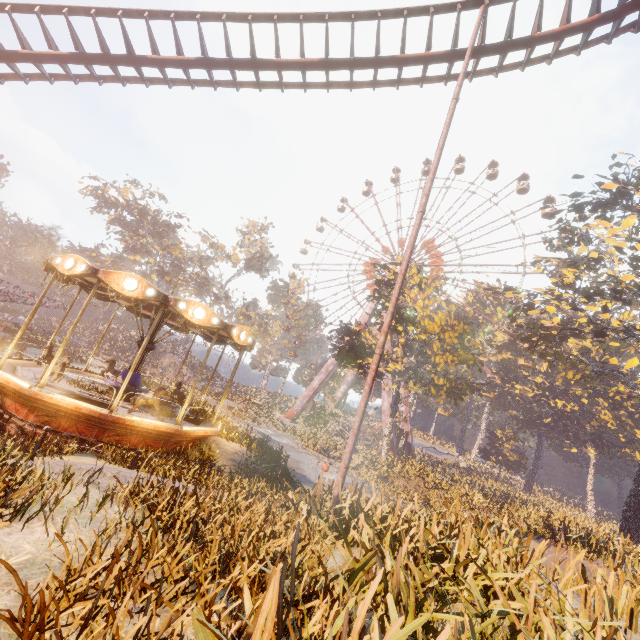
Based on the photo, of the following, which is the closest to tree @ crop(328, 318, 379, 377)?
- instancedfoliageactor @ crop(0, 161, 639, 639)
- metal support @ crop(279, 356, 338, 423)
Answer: instancedfoliageactor @ crop(0, 161, 639, 639)

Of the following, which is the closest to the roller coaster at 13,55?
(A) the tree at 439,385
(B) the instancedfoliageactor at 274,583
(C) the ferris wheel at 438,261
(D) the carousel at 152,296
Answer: (B) the instancedfoliageactor at 274,583

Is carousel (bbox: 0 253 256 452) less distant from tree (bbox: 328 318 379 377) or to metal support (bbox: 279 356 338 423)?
tree (bbox: 328 318 379 377)

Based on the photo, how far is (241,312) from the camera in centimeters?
5938cm

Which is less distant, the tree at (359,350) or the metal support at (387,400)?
the tree at (359,350)

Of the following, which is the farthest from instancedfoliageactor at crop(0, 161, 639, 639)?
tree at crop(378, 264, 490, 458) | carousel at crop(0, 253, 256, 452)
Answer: tree at crop(378, 264, 490, 458)

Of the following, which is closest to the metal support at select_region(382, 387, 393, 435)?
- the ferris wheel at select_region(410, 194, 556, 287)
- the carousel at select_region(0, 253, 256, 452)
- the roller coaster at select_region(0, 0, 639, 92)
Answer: the ferris wheel at select_region(410, 194, 556, 287)

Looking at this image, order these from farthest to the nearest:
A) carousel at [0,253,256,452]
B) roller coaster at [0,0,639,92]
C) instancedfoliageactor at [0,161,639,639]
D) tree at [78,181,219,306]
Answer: tree at [78,181,219,306] < roller coaster at [0,0,639,92] < carousel at [0,253,256,452] < instancedfoliageactor at [0,161,639,639]
